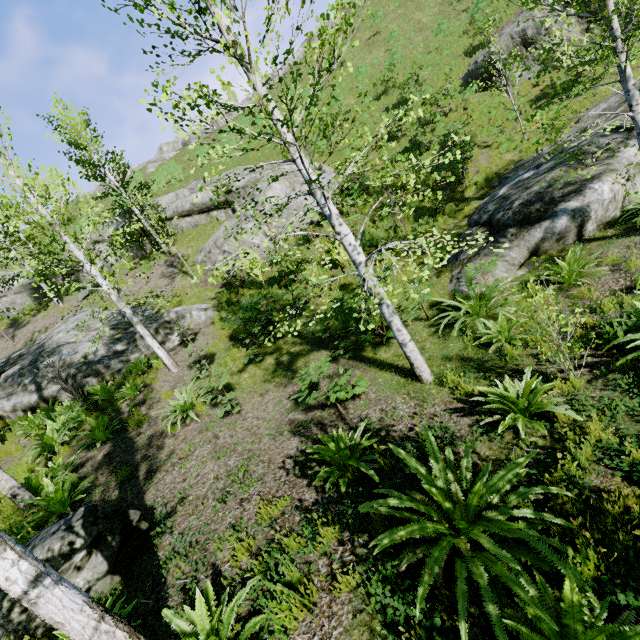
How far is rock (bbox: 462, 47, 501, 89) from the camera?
16.7m

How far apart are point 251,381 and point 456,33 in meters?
29.8 m

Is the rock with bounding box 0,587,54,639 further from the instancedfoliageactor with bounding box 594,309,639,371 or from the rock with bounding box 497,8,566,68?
the rock with bounding box 497,8,566,68

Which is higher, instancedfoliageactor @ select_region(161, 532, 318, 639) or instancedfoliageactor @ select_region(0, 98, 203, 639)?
instancedfoliageactor @ select_region(0, 98, 203, 639)

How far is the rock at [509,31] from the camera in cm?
1506

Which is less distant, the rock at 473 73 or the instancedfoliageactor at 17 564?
the instancedfoliageactor at 17 564

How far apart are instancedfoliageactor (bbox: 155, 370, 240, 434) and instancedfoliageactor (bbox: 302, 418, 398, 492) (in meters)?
3.30

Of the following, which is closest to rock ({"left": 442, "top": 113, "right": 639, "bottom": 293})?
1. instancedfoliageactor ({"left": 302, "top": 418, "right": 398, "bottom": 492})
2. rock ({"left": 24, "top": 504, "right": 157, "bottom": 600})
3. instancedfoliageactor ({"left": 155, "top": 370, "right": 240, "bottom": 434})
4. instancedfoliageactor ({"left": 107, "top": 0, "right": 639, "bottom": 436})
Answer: instancedfoliageactor ({"left": 107, "top": 0, "right": 639, "bottom": 436})
